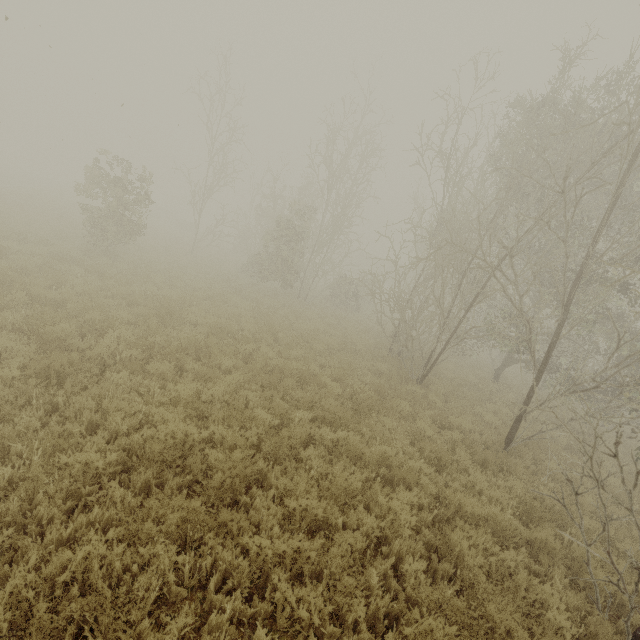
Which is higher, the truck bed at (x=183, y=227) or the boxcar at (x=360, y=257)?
the boxcar at (x=360, y=257)

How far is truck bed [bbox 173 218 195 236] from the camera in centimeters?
3832cm

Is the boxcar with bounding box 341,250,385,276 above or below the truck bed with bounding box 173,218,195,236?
above

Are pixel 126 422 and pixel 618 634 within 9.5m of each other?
yes

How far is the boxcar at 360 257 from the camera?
52.7m

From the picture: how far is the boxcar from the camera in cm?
5266

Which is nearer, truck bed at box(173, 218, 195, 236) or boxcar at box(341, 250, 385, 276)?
truck bed at box(173, 218, 195, 236)
